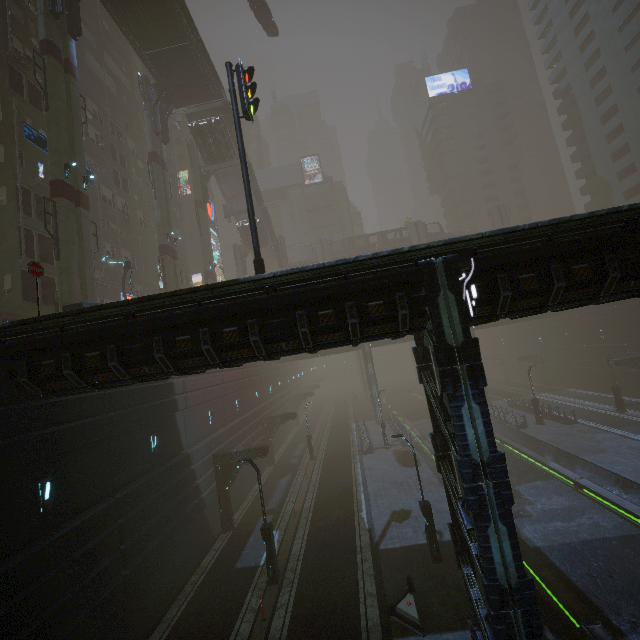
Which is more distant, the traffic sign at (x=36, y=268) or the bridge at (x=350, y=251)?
the bridge at (x=350, y=251)

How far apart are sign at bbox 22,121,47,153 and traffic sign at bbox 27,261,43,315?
14.5m

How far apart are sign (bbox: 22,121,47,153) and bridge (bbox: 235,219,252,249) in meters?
27.5

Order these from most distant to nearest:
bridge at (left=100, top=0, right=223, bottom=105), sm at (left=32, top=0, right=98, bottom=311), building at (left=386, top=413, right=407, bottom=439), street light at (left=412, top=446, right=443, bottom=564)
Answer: building at (left=386, top=413, right=407, bottom=439), bridge at (left=100, top=0, right=223, bottom=105), sm at (left=32, top=0, right=98, bottom=311), street light at (left=412, top=446, right=443, bottom=564)

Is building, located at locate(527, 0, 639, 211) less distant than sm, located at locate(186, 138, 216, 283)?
No

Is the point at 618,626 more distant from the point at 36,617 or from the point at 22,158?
the point at 22,158

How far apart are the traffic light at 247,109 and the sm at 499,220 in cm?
5166

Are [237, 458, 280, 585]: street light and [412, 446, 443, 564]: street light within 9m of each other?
yes
